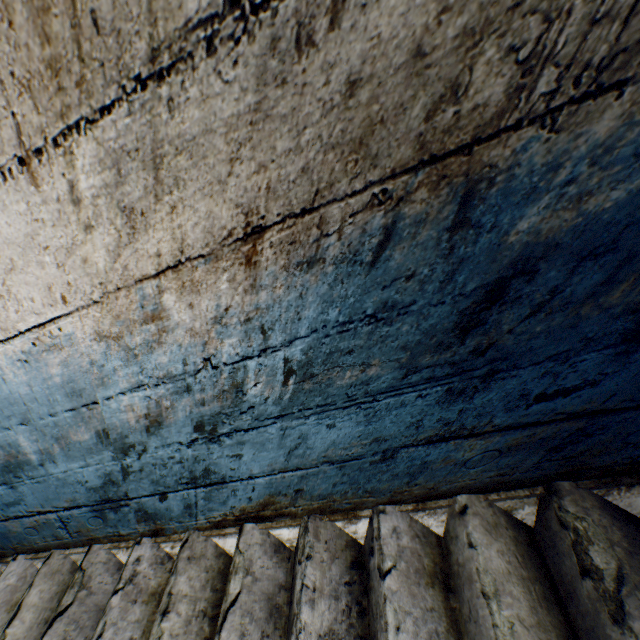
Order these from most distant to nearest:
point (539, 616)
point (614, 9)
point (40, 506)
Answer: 1. point (40, 506)
2. point (539, 616)
3. point (614, 9)
